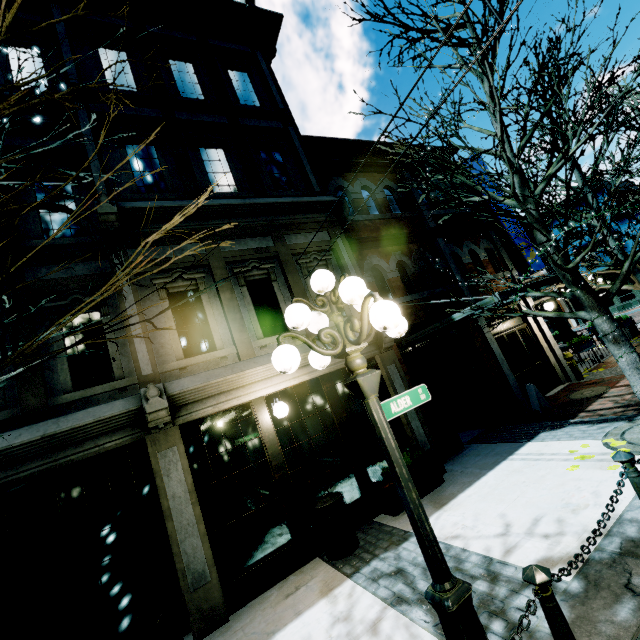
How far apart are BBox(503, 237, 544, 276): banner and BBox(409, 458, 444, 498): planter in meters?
8.0 m

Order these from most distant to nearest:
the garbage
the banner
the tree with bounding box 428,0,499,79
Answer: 1. the banner
2. the garbage
3. the tree with bounding box 428,0,499,79

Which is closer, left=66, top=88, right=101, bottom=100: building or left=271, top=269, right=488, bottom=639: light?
left=271, top=269, right=488, bottom=639: light

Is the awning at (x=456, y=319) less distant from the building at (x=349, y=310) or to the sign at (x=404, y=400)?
the building at (x=349, y=310)

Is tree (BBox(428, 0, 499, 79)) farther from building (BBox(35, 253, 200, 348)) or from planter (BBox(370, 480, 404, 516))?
planter (BBox(370, 480, 404, 516))

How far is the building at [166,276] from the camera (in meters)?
5.77

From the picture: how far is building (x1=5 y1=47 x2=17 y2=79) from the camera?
7.0 meters

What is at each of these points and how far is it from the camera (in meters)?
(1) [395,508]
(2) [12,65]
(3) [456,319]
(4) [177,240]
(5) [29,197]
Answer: (1) planter, 6.03
(2) building, 7.10
(3) awning, 7.18
(4) building, 6.68
(5) building, 6.23
